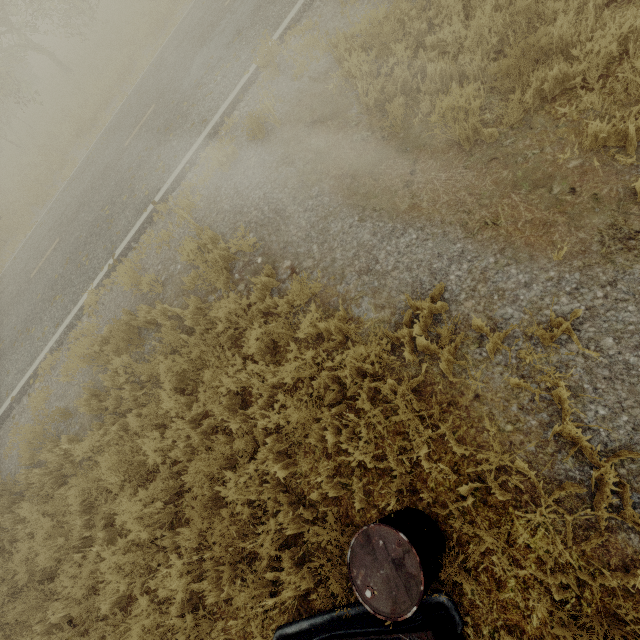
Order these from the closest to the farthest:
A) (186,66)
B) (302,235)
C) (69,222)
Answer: (302,235) < (186,66) < (69,222)

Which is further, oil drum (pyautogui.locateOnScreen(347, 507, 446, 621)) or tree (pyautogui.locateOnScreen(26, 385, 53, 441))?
tree (pyautogui.locateOnScreen(26, 385, 53, 441))

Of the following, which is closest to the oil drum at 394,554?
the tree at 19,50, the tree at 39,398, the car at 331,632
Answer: the car at 331,632

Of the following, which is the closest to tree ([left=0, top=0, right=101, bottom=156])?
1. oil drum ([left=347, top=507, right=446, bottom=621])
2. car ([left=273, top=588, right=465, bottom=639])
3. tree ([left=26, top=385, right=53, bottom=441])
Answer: tree ([left=26, top=385, right=53, bottom=441])

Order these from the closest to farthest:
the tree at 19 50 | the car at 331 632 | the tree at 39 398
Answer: the car at 331 632, the tree at 39 398, the tree at 19 50

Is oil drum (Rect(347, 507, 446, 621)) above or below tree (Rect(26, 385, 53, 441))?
above

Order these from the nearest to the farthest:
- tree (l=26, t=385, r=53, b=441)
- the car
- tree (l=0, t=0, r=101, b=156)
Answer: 1. the car
2. tree (l=26, t=385, r=53, b=441)
3. tree (l=0, t=0, r=101, b=156)

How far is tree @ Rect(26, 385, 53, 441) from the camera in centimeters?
620cm
